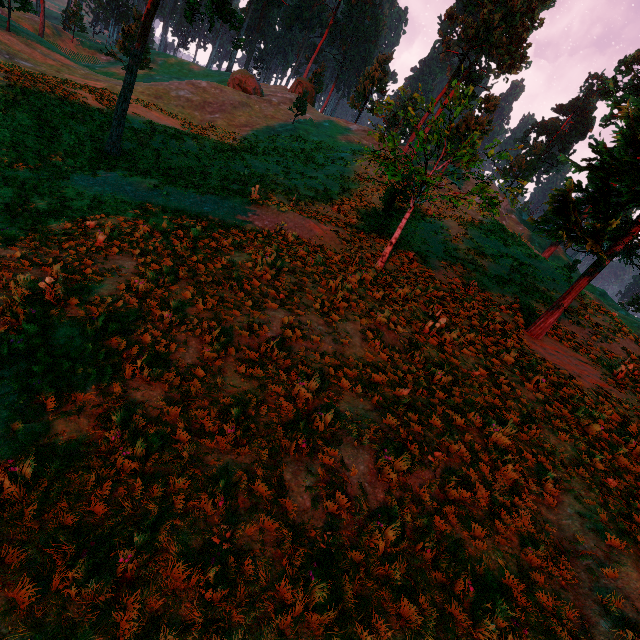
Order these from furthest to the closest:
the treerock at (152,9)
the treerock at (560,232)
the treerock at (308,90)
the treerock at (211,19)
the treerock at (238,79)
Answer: the treerock at (238,79)
the treerock at (308,90)
the treerock at (152,9)
the treerock at (211,19)
the treerock at (560,232)

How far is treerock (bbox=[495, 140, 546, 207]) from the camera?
12.2m

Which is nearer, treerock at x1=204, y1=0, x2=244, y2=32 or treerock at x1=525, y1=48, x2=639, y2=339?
treerock at x1=525, y1=48, x2=639, y2=339

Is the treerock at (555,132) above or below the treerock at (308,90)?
above

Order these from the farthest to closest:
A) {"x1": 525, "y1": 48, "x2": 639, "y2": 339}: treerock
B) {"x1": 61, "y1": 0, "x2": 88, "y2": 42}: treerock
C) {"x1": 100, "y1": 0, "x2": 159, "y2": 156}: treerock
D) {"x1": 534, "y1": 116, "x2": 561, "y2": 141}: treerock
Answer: {"x1": 534, "y1": 116, "x2": 561, "y2": 141}: treerock
{"x1": 61, "y1": 0, "x2": 88, "y2": 42}: treerock
{"x1": 100, "y1": 0, "x2": 159, "y2": 156}: treerock
{"x1": 525, "y1": 48, "x2": 639, "y2": 339}: treerock

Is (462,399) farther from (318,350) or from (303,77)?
(303,77)
